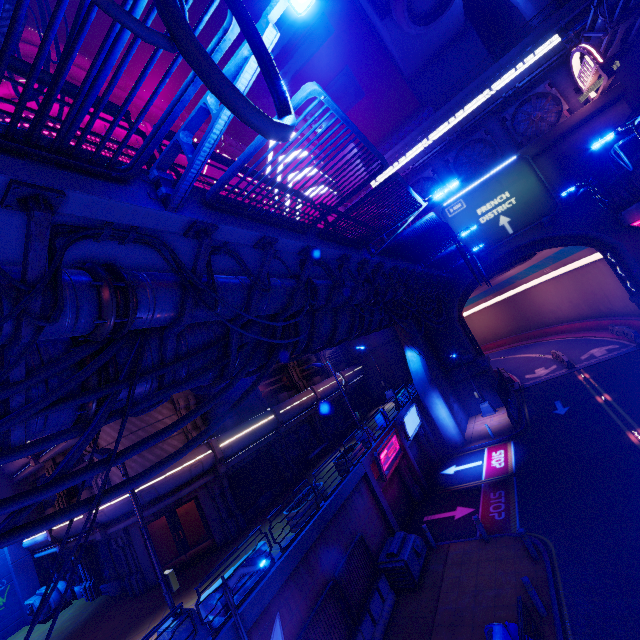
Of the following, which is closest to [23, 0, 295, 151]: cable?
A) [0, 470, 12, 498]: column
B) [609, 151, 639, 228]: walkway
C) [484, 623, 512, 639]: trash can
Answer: [609, 151, 639, 228]: walkway

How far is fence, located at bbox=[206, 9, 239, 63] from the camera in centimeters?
277cm

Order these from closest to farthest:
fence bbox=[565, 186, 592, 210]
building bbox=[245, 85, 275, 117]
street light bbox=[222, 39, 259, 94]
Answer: street light bbox=[222, 39, 259, 94] → fence bbox=[565, 186, 592, 210] → building bbox=[245, 85, 275, 117]

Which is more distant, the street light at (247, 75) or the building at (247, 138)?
the building at (247, 138)

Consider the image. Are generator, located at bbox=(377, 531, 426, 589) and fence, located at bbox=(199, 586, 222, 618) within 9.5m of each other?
yes

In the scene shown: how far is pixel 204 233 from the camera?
4.69m

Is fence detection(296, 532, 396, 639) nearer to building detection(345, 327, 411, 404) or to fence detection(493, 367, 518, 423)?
fence detection(493, 367, 518, 423)

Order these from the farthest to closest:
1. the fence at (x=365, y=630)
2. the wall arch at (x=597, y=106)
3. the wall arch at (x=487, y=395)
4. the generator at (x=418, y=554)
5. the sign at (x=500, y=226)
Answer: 1. the wall arch at (x=487, y=395)
2. the sign at (x=500, y=226)
3. the wall arch at (x=597, y=106)
4. the generator at (x=418, y=554)
5. the fence at (x=365, y=630)
